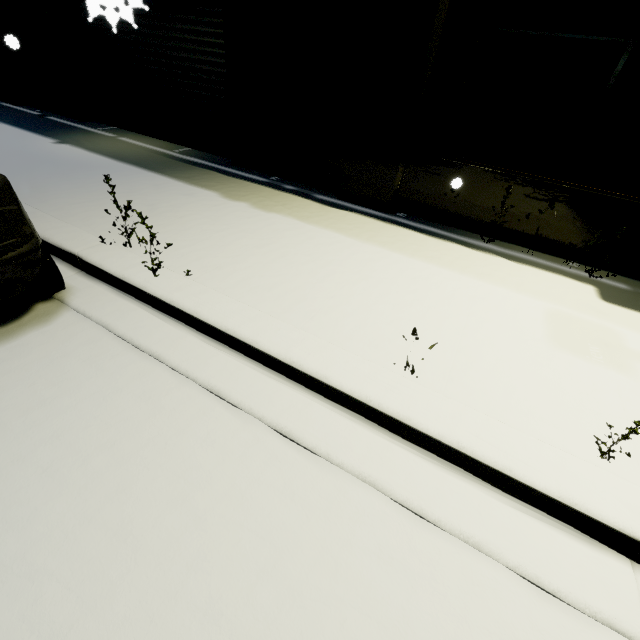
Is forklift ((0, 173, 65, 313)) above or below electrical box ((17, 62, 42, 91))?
below

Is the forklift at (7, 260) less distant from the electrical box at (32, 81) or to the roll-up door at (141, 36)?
the roll-up door at (141, 36)

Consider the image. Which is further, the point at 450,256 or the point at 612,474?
the point at 450,256

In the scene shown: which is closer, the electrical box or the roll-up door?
the roll-up door

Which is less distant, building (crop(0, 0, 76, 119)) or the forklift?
the forklift

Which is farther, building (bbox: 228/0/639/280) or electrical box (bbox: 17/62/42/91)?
electrical box (bbox: 17/62/42/91)

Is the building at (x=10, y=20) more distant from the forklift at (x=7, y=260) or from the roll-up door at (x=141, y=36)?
the forklift at (x=7, y=260)

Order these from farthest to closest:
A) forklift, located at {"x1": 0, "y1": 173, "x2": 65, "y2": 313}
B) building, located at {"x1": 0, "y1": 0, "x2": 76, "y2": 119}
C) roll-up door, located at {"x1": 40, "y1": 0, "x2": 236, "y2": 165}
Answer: building, located at {"x1": 0, "y1": 0, "x2": 76, "y2": 119} < roll-up door, located at {"x1": 40, "y1": 0, "x2": 236, "y2": 165} < forklift, located at {"x1": 0, "y1": 173, "x2": 65, "y2": 313}
